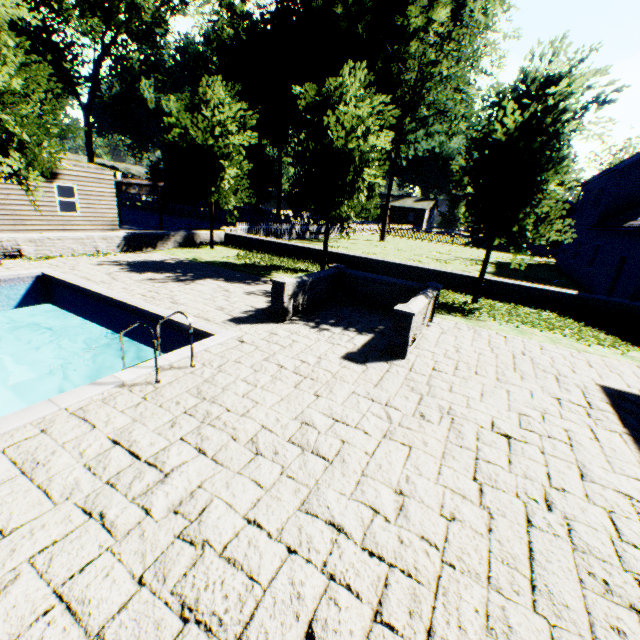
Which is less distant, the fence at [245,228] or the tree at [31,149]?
the tree at [31,149]

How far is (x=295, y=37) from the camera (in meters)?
34.88

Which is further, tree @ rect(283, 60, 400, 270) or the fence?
the fence

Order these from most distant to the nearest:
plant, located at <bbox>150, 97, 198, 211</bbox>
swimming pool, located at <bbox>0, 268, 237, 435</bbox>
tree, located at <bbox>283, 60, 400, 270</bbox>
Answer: plant, located at <bbox>150, 97, 198, 211</bbox>
tree, located at <bbox>283, 60, 400, 270</bbox>
swimming pool, located at <bbox>0, 268, 237, 435</bbox>

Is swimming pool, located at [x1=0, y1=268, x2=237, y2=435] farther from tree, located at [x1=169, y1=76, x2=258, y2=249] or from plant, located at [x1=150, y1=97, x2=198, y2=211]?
plant, located at [x1=150, y1=97, x2=198, y2=211]

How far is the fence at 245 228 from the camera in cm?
2179

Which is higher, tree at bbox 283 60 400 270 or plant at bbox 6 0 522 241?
plant at bbox 6 0 522 241

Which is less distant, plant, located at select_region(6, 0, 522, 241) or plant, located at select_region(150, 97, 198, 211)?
plant, located at select_region(6, 0, 522, 241)
